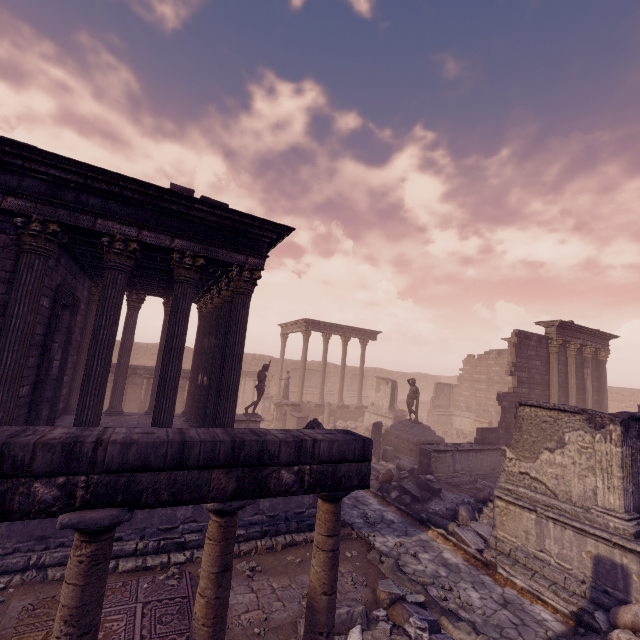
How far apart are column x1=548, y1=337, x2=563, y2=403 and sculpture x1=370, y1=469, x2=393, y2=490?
10.0m

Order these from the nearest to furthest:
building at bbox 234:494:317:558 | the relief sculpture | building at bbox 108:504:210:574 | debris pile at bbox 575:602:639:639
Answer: debris pile at bbox 575:602:639:639
building at bbox 108:504:210:574
building at bbox 234:494:317:558
the relief sculpture

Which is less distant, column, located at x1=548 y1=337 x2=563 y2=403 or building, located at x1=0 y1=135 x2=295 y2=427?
building, located at x1=0 y1=135 x2=295 y2=427

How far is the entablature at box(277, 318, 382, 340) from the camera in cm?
2542

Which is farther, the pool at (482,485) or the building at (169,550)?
the pool at (482,485)

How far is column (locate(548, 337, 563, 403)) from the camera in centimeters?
1697cm

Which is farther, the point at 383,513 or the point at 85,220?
Result: the point at 383,513

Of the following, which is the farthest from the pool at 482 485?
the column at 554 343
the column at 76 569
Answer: the column at 76 569
